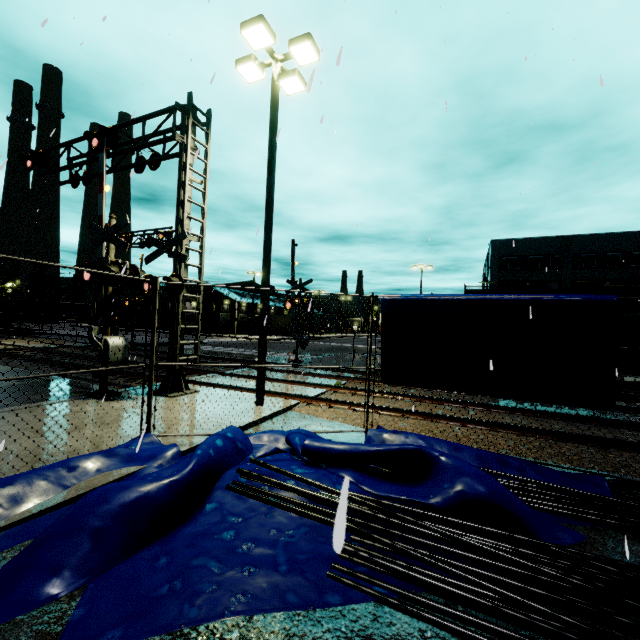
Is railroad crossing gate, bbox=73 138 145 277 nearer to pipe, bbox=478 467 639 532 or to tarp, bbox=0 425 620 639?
tarp, bbox=0 425 620 639

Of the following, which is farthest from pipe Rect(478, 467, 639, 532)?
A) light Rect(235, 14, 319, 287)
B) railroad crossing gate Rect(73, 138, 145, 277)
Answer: railroad crossing gate Rect(73, 138, 145, 277)

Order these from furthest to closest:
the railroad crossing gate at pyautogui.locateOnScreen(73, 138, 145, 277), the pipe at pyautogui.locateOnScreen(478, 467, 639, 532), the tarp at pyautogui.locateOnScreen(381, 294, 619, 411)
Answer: the railroad crossing gate at pyautogui.locateOnScreen(73, 138, 145, 277), the tarp at pyautogui.locateOnScreen(381, 294, 619, 411), the pipe at pyautogui.locateOnScreen(478, 467, 639, 532)

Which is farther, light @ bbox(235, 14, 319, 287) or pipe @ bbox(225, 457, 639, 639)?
light @ bbox(235, 14, 319, 287)

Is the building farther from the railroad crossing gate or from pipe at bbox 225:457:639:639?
the railroad crossing gate

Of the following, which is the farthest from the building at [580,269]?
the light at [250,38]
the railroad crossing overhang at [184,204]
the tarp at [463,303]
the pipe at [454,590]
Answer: the railroad crossing overhang at [184,204]

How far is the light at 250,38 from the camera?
8.23m

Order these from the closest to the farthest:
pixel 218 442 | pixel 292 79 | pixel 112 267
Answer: pixel 218 442 → pixel 112 267 → pixel 292 79
